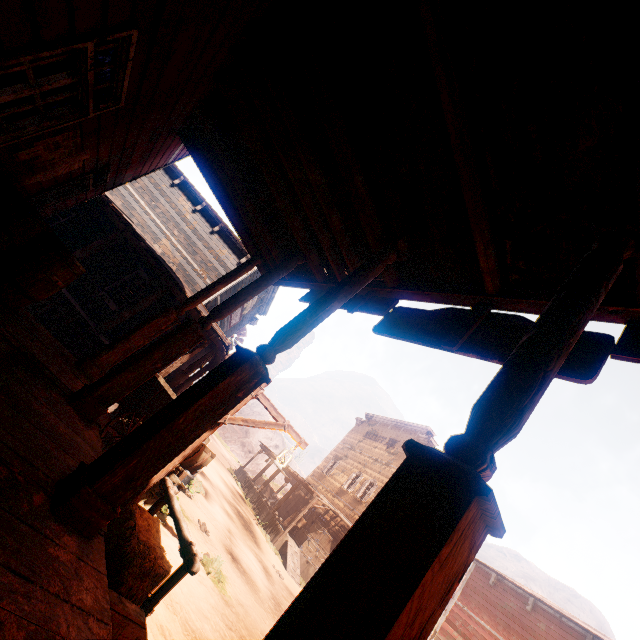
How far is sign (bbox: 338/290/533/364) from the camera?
2.7m

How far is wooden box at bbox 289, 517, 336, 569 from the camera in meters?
18.7

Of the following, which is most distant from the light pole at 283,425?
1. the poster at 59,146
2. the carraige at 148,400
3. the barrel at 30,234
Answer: the poster at 59,146

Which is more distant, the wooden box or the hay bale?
the wooden box

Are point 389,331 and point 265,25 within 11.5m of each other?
yes

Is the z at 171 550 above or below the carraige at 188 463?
below

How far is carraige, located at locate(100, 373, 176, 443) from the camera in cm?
664

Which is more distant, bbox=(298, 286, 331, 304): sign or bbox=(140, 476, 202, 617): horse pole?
bbox=(298, 286, 331, 304): sign
